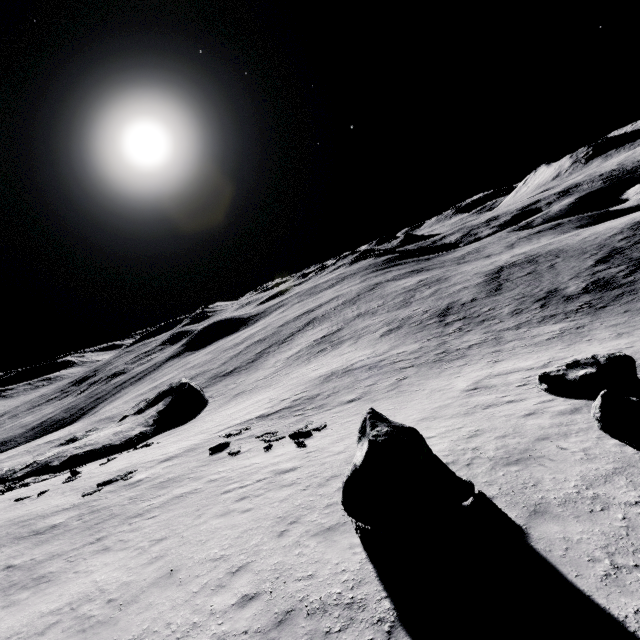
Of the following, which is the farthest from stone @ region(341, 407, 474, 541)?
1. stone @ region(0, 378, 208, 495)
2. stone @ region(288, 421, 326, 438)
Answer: stone @ region(0, 378, 208, 495)

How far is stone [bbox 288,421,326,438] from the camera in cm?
1762

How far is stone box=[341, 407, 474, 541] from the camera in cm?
703

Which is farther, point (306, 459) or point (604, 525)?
point (306, 459)

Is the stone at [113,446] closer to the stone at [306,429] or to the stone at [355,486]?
the stone at [306,429]

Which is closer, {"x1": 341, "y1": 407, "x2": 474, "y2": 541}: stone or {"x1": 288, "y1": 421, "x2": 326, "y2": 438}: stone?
{"x1": 341, "y1": 407, "x2": 474, "y2": 541}: stone

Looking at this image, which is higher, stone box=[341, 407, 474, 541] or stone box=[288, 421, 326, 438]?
stone box=[341, 407, 474, 541]

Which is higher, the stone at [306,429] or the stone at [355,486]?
the stone at [355,486]
